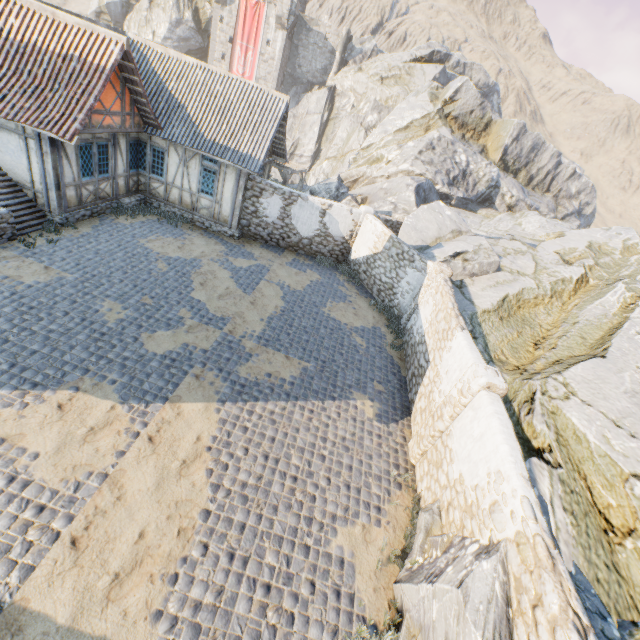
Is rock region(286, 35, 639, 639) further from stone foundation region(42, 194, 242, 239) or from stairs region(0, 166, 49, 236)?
stairs region(0, 166, 49, 236)

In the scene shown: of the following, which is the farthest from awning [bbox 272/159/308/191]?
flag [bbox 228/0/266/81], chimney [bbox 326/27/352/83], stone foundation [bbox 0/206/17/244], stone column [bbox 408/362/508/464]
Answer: chimney [bbox 326/27/352/83]

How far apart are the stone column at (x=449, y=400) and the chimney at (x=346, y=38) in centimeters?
4632cm

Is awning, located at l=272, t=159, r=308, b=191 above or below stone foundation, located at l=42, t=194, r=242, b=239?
above

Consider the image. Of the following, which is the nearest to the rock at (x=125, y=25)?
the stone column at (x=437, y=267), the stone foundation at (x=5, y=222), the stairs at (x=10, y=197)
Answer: the stone column at (x=437, y=267)

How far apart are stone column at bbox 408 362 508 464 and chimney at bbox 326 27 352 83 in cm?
4632

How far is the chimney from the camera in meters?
38.9 m

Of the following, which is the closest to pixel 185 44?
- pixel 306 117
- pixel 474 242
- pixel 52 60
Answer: pixel 306 117
